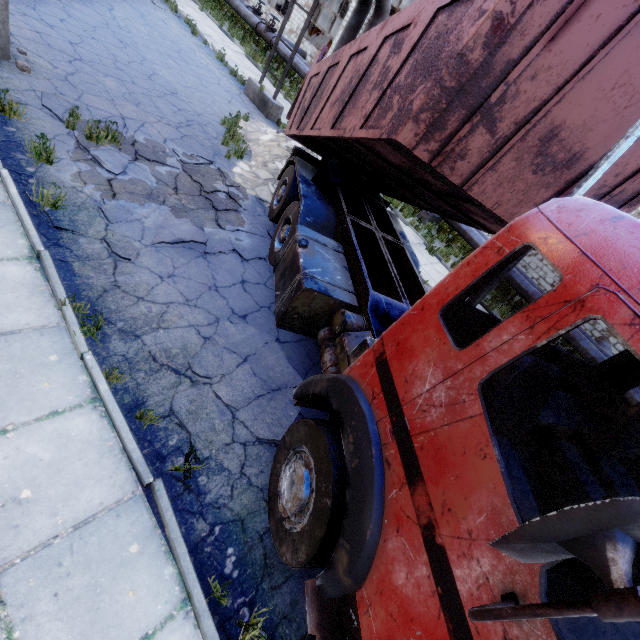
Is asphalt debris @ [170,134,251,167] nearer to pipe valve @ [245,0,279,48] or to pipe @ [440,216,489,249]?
pipe @ [440,216,489,249]

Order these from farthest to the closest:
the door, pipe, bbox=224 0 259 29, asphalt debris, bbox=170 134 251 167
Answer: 1. the door
2. pipe, bbox=224 0 259 29
3. asphalt debris, bbox=170 134 251 167

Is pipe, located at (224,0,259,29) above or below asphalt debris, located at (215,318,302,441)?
above

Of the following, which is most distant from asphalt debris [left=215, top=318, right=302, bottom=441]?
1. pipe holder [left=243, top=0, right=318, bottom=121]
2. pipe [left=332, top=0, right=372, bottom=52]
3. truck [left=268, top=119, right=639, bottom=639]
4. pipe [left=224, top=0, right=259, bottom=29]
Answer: pipe [left=224, top=0, right=259, bottom=29]

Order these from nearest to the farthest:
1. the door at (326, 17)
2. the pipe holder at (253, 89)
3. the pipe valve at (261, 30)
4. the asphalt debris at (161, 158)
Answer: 1. the asphalt debris at (161, 158)
2. the pipe holder at (253, 89)
3. the pipe valve at (261, 30)
4. the door at (326, 17)

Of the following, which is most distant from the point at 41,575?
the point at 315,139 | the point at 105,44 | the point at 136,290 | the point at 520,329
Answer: the point at 105,44

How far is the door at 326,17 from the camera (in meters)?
32.12

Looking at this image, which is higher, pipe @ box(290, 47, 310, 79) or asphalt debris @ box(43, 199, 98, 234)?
pipe @ box(290, 47, 310, 79)
